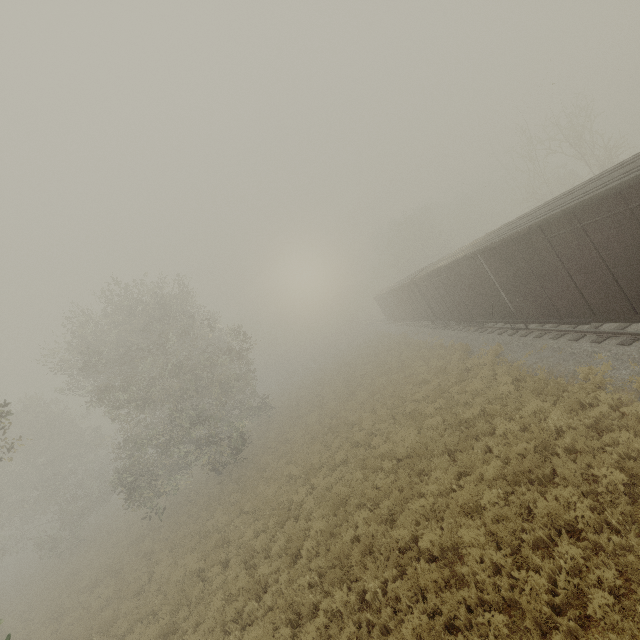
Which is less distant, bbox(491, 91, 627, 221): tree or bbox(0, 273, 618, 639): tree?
bbox(0, 273, 618, 639): tree

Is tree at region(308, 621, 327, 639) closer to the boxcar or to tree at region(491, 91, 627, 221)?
the boxcar

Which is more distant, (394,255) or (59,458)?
(394,255)

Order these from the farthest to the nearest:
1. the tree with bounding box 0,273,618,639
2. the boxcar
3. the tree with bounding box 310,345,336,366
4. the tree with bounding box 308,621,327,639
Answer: the tree with bounding box 310,345,336,366 < the tree with bounding box 0,273,618,639 < the boxcar < the tree with bounding box 308,621,327,639

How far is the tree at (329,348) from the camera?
55.67m

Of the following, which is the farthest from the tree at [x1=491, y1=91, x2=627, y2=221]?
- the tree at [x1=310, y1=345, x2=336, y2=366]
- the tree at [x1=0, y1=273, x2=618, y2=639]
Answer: the tree at [x1=310, y1=345, x2=336, y2=366]

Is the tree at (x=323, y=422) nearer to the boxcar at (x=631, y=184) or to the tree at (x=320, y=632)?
the tree at (x=320, y=632)

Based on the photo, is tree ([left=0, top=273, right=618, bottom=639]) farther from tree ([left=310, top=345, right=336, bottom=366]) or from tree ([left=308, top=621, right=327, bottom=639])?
tree ([left=310, top=345, right=336, bottom=366])
